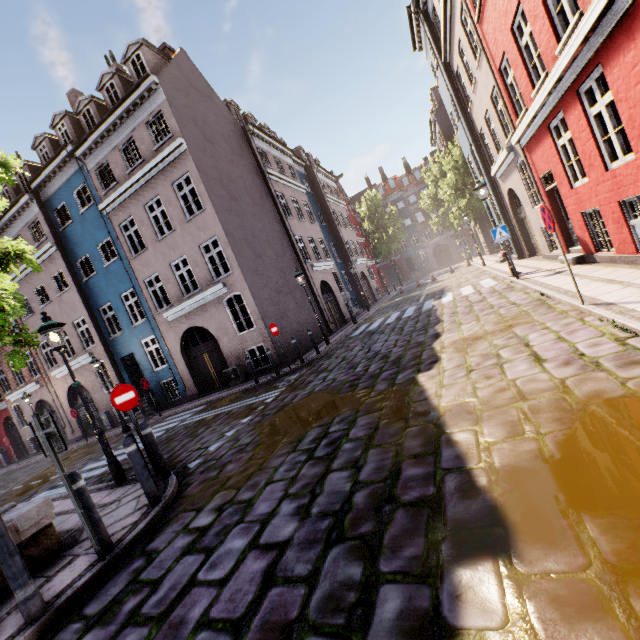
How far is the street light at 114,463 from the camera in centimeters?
665cm

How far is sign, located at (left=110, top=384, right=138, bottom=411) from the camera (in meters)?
6.10

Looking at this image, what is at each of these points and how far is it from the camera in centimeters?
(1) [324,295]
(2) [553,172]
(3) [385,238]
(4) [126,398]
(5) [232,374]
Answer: (1) building, 2152cm
(2) building, 912cm
(3) tree, 4241cm
(4) sign, 630cm
(5) electrical box, 1456cm

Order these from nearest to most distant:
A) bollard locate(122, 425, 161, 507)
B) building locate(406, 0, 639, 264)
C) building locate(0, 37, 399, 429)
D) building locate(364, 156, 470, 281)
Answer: bollard locate(122, 425, 161, 507) → building locate(406, 0, 639, 264) → building locate(0, 37, 399, 429) → building locate(364, 156, 470, 281)

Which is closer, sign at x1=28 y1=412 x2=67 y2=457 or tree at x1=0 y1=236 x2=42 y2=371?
sign at x1=28 y1=412 x2=67 y2=457

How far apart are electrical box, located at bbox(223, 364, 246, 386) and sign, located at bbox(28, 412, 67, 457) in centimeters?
1044cm

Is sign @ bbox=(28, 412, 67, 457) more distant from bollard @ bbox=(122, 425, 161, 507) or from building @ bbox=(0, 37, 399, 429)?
building @ bbox=(0, 37, 399, 429)

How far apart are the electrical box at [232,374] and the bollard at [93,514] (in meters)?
10.32
